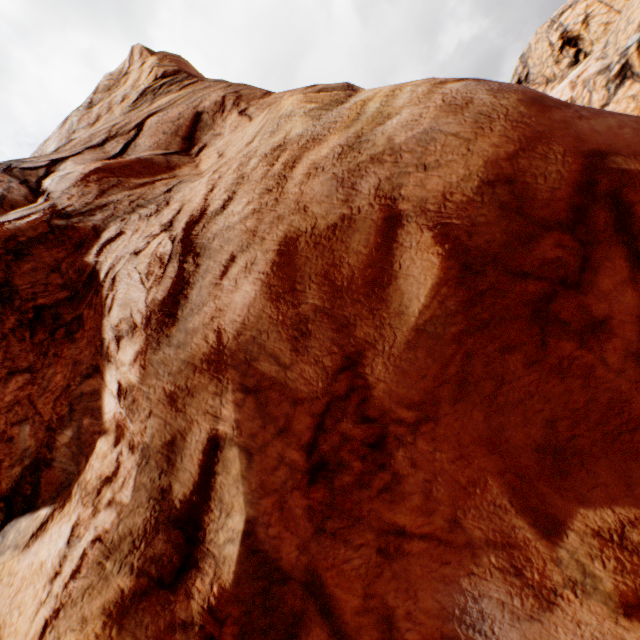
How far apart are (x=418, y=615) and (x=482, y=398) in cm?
239
